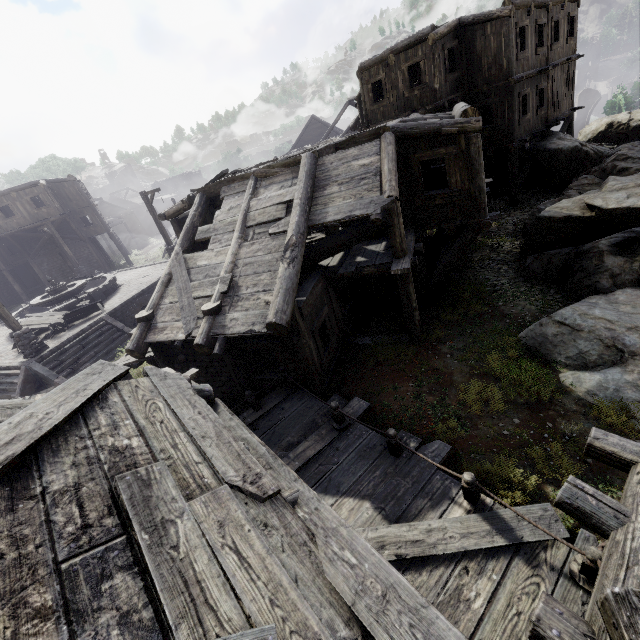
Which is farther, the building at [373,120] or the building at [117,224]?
the building at [117,224]

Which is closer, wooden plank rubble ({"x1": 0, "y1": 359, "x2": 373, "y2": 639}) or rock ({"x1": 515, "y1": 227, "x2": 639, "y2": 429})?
wooden plank rubble ({"x1": 0, "y1": 359, "x2": 373, "y2": 639})

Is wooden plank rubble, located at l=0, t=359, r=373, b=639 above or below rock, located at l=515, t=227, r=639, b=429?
above

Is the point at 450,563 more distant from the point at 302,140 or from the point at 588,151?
the point at 302,140

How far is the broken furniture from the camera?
15.8m

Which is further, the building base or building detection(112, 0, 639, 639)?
the building base

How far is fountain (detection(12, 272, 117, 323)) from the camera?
18.0 meters

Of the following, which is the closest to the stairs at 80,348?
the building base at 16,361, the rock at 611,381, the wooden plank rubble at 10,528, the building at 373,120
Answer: the building base at 16,361
